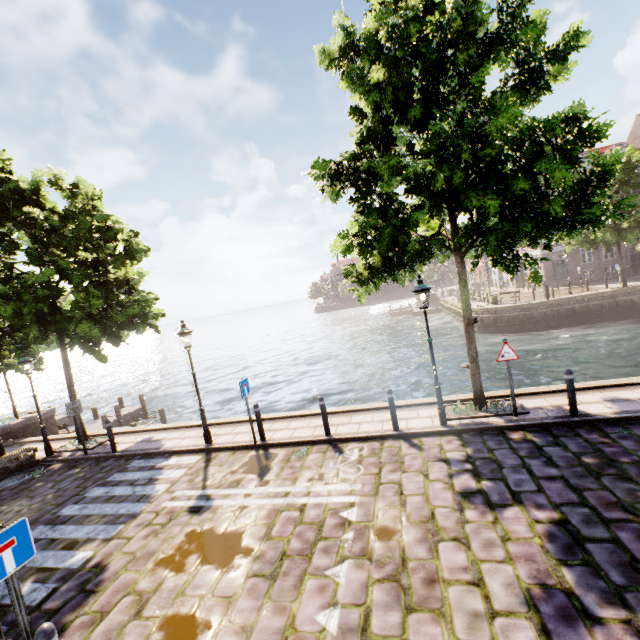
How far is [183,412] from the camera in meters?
22.9

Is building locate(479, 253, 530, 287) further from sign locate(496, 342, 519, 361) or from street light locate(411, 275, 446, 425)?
sign locate(496, 342, 519, 361)

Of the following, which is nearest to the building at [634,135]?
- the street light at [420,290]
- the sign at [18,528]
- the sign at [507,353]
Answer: the street light at [420,290]

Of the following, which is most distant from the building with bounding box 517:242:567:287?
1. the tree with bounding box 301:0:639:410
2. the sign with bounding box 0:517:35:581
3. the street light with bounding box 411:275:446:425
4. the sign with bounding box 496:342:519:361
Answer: the sign with bounding box 0:517:35:581

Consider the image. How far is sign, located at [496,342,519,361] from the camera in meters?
7.8 m

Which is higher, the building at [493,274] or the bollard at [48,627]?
the building at [493,274]

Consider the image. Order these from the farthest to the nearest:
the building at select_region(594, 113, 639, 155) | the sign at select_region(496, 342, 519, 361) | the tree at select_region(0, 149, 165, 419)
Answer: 1. the building at select_region(594, 113, 639, 155)
2. the tree at select_region(0, 149, 165, 419)
3. the sign at select_region(496, 342, 519, 361)

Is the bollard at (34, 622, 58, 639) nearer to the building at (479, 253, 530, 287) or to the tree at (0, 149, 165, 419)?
the tree at (0, 149, 165, 419)
